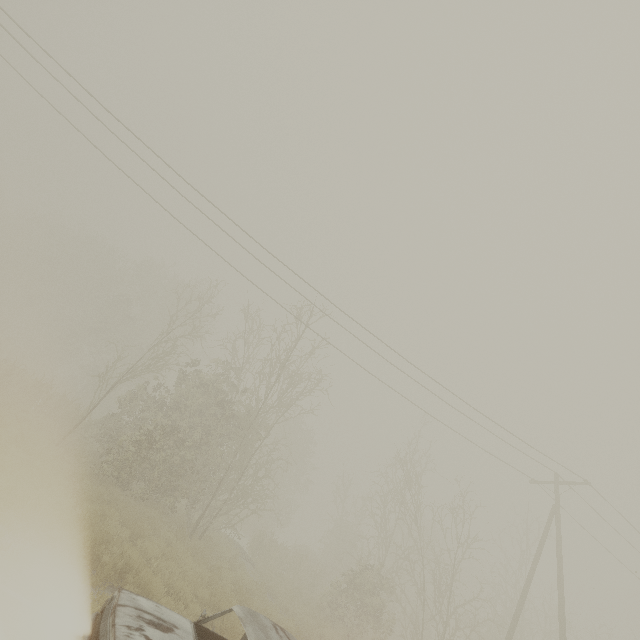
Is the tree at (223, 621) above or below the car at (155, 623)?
below

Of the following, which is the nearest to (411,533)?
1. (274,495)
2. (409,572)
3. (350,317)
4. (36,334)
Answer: (409,572)

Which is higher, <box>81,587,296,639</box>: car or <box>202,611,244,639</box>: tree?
<box>81,587,296,639</box>: car

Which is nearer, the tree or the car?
the car

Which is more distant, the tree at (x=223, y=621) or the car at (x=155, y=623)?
the tree at (x=223, y=621)
